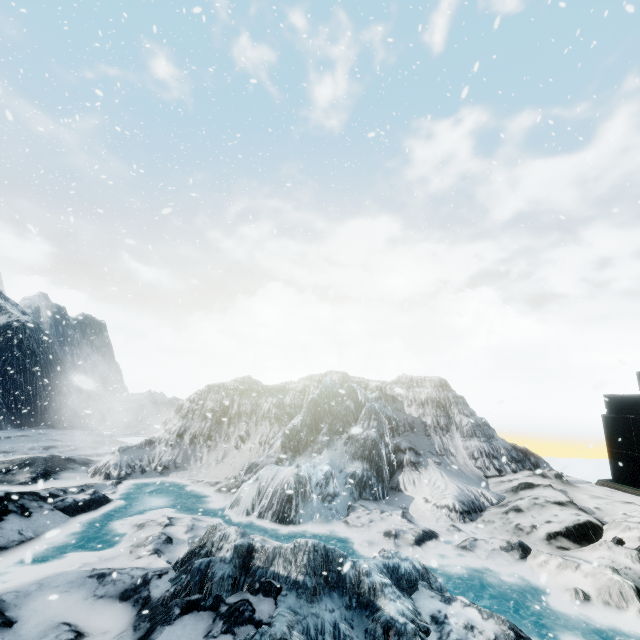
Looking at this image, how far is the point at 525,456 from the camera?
16.8 meters
